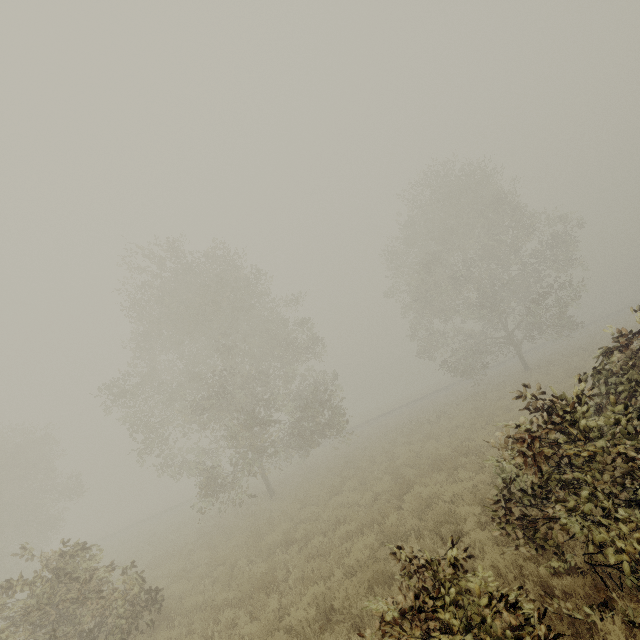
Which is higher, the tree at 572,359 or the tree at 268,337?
the tree at 268,337

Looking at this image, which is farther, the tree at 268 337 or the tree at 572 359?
the tree at 572 359

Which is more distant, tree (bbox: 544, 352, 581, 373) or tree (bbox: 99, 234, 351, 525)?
tree (bbox: 544, 352, 581, 373)

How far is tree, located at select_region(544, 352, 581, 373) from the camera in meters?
21.1

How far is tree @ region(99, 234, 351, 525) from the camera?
17.1 meters

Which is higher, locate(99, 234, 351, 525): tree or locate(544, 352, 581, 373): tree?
locate(99, 234, 351, 525): tree

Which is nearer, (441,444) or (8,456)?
(441,444)
